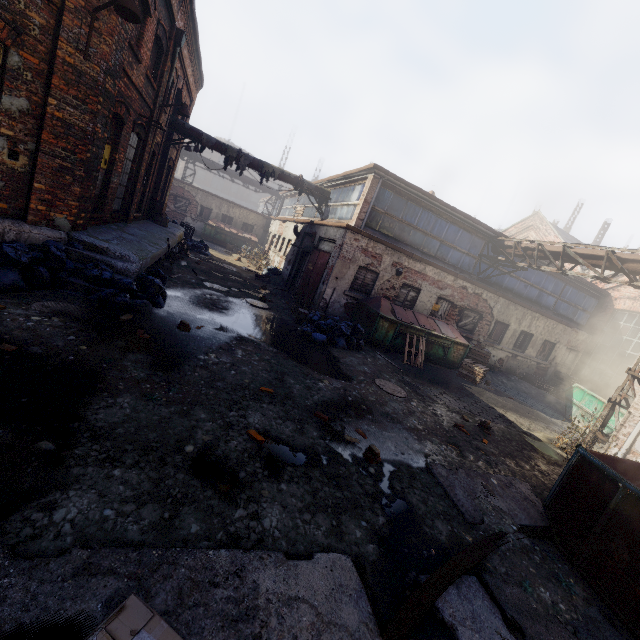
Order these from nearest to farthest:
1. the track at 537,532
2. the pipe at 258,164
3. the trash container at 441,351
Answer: the track at 537,532, the trash container at 441,351, the pipe at 258,164

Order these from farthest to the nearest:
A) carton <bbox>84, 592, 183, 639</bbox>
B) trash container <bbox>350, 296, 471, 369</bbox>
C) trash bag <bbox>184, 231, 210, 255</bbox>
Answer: trash bag <bbox>184, 231, 210, 255</bbox> < trash container <bbox>350, 296, 471, 369</bbox> < carton <bbox>84, 592, 183, 639</bbox>

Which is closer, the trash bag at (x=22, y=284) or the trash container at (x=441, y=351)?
the trash bag at (x=22, y=284)

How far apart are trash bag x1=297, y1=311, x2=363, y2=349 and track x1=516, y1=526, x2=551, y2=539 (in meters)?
6.14

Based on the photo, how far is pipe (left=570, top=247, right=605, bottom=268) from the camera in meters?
10.6

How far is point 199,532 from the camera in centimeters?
273cm

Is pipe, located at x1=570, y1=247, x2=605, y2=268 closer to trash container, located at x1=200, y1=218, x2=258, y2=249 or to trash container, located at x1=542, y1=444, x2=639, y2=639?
trash container, located at x1=542, y1=444, x2=639, y2=639

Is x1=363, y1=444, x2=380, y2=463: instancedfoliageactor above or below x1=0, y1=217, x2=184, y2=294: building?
below
